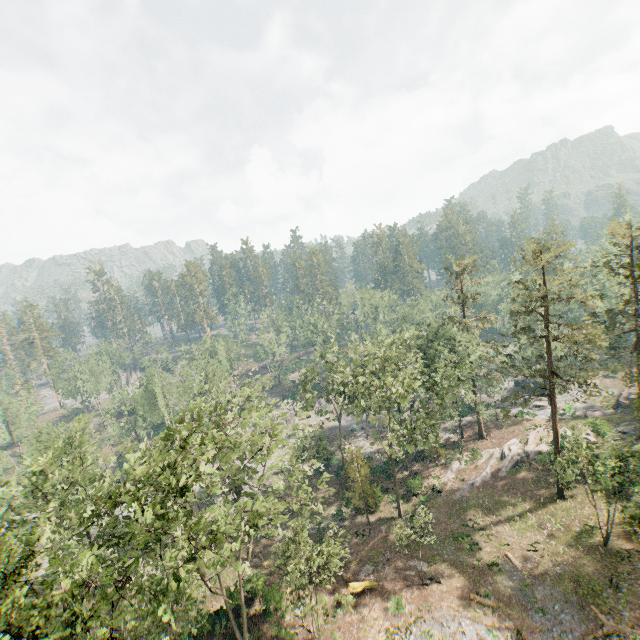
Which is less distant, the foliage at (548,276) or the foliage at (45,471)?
→ the foliage at (45,471)

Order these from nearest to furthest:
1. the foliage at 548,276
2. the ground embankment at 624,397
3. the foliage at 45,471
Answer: the foliage at 45,471 < the foliage at 548,276 < the ground embankment at 624,397

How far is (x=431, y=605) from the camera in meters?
25.8

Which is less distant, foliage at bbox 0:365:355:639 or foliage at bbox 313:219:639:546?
foliage at bbox 0:365:355:639

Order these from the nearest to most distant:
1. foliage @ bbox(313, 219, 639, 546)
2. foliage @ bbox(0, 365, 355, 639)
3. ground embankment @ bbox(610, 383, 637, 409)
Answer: foliage @ bbox(0, 365, 355, 639), foliage @ bbox(313, 219, 639, 546), ground embankment @ bbox(610, 383, 637, 409)

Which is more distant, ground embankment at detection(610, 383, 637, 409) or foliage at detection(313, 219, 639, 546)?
ground embankment at detection(610, 383, 637, 409)

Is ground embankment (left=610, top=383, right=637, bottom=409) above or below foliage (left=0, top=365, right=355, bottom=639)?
below
